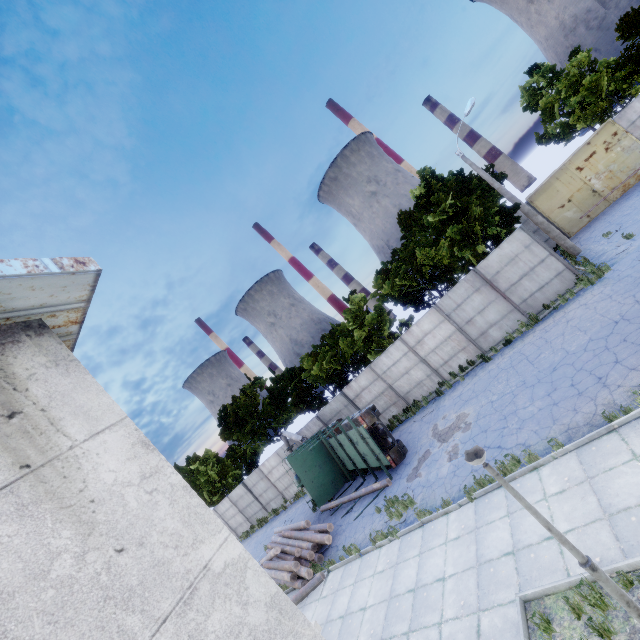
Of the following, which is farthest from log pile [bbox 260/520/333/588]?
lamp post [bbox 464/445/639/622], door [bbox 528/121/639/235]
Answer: door [bbox 528/121/639/235]

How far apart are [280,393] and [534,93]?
37.2 meters

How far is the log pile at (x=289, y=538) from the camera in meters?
13.2

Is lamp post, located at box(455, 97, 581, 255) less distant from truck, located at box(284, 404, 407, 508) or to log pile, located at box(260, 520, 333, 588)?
truck, located at box(284, 404, 407, 508)

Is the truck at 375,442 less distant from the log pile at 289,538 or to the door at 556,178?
the log pile at 289,538

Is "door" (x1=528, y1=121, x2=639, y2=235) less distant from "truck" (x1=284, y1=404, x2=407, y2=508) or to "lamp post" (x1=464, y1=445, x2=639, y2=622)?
"truck" (x1=284, y1=404, x2=407, y2=508)

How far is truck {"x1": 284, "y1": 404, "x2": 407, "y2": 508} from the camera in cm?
1479

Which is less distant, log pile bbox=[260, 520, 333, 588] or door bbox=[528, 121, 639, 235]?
log pile bbox=[260, 520, 333, 588]
